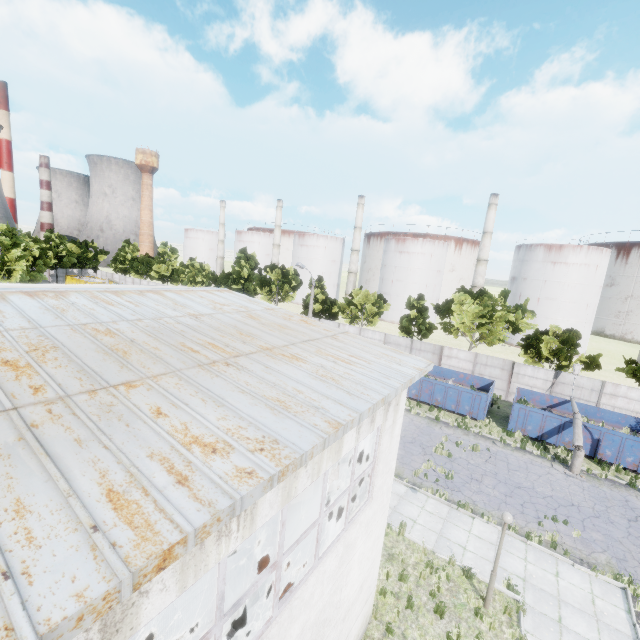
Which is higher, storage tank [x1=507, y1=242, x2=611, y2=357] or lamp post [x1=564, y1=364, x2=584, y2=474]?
storage tank [x1=507, y1=242, x2=611, y2=357]

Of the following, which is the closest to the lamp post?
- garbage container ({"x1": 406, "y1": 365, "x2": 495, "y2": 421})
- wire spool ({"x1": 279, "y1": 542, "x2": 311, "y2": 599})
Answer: garbage container ({"x1": 406, "y1": 365, "x2": 495, "y2": 421})

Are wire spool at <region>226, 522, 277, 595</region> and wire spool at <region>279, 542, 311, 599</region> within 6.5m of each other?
yes

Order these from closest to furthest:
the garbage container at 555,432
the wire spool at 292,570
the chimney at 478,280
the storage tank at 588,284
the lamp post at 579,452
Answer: the wire spool at 292,570 → the lamp post at 579,452 → the garbage container at 555,432 → the storage tank at 588,284 → the chimney at 478,280

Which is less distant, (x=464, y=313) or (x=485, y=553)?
(x=485, y=553)

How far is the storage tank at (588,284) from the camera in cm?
4872

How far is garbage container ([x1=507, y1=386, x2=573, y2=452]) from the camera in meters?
20.9 m

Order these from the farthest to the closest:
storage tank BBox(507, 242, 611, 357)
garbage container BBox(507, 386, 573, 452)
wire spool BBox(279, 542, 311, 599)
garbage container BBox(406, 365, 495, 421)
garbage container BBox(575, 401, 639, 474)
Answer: storage tank BBox(507, 242, 611, 357) → garbage container BBox(406, 365, 495, 421) → garbage container BBox(507, 386, 573, 452) → garbage container BBox(575, 401, 639, 474) → wire spool BBox(279, 542, 311, 599)
